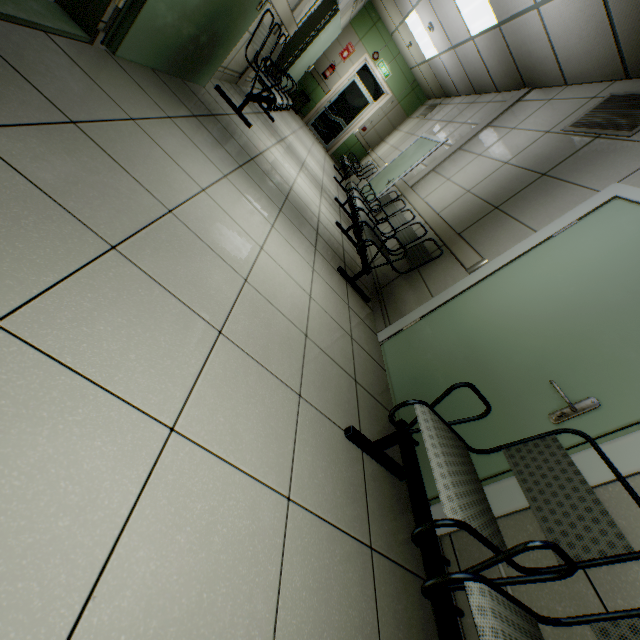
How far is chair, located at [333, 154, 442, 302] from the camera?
3.4m

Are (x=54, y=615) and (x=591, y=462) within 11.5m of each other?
yes

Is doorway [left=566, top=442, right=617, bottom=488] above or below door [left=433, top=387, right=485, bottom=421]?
above

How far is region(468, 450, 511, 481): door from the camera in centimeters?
165cm

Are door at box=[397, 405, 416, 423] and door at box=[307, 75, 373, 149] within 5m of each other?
no

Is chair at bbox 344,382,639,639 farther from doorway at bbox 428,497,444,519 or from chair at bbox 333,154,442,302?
chair at bbox 333,154,442,302

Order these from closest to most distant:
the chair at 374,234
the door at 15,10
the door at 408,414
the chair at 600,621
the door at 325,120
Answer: the chair at 600,621, the door at 15,10, the door at 408,414, the chair at 374,234, the door at 325,120

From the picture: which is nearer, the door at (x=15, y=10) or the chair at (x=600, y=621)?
the chair at (x=600, y=621)
